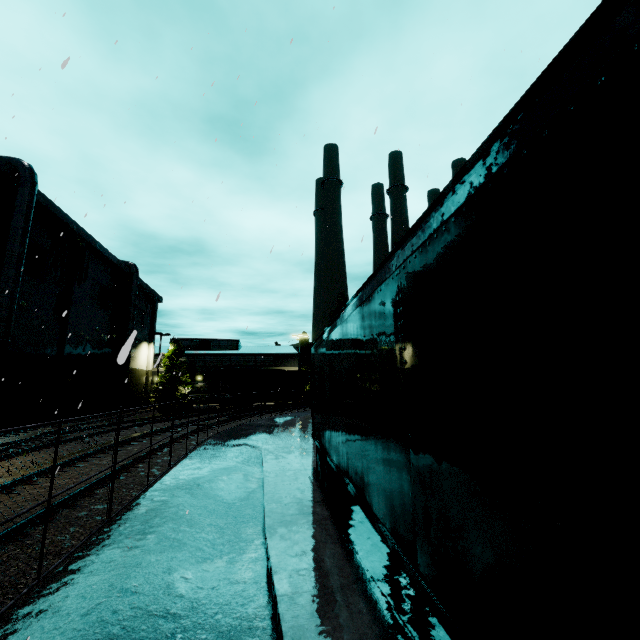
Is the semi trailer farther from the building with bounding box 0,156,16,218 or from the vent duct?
the vent duct

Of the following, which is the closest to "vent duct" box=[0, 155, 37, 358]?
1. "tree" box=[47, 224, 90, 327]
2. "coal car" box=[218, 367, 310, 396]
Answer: "tree" box=[47, 224, 90, 327]

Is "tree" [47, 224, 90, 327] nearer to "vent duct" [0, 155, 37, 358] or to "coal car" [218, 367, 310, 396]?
"coal car" [218, 367, 310, 396]

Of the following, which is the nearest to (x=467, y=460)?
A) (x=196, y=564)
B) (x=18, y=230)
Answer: (x=196, y=564)

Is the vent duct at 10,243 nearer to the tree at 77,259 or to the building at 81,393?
the building at 81,393

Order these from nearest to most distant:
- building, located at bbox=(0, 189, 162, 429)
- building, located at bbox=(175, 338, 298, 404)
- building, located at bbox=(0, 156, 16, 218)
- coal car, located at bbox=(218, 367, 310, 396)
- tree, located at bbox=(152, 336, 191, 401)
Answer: building, located at bbox=(0, 156, 16, 218) → building, located at bbox=(0, 189, 162, 429) → coal car, located at bbox=(218, 367, 310, 396) → tree, located at bbox=(152, 336, 191, 401) → building, located at bbox=(175, 338, 298, 404)

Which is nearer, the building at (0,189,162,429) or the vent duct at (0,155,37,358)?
the vent duct at (0,155,37,358)

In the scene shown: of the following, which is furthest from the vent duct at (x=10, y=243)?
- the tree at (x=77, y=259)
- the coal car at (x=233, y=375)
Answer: the coal car at (x=233, y=375)
